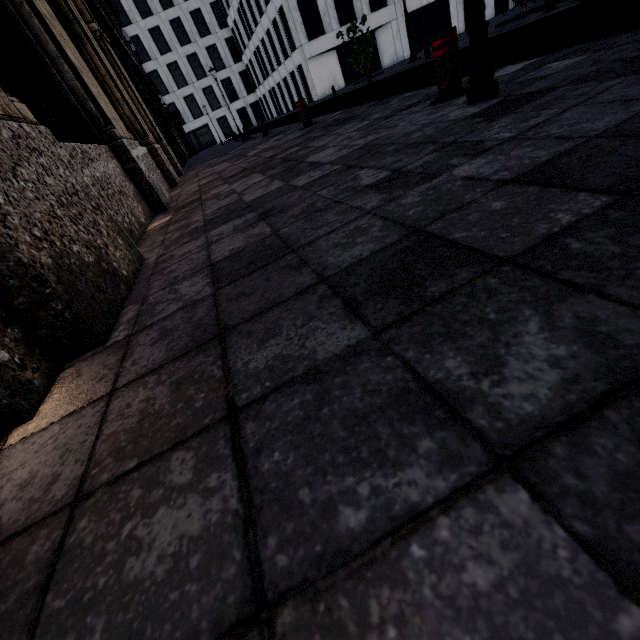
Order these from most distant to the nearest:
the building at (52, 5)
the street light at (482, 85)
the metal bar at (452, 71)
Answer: the metal bar at (452, 71) < the street light at (482, 85) < the building at (52, 5)

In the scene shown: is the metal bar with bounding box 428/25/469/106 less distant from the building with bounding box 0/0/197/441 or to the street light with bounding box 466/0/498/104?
the street light with bounding box 466/0/498/104

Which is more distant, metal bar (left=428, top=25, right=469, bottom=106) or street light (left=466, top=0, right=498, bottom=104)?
metal bar (left=428, top=25, right=469, bottom=106)

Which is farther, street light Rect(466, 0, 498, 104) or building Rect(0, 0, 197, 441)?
street light Rect(466, 0, 498, 104)

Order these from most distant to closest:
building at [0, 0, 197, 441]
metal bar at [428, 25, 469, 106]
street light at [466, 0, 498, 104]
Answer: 1. metal bar at [428, 25, 469, 106]
2. street light at [466, 0, 498, 104]
3. building at [0, 0, 197, 441]

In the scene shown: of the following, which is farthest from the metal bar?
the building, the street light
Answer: the building

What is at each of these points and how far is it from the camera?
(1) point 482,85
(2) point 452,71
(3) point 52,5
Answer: (1) street light, 2.57m
(2) metal bar, 3.15m
(3) building, 6.17m

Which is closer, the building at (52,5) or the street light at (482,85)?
the building at (52,5)
